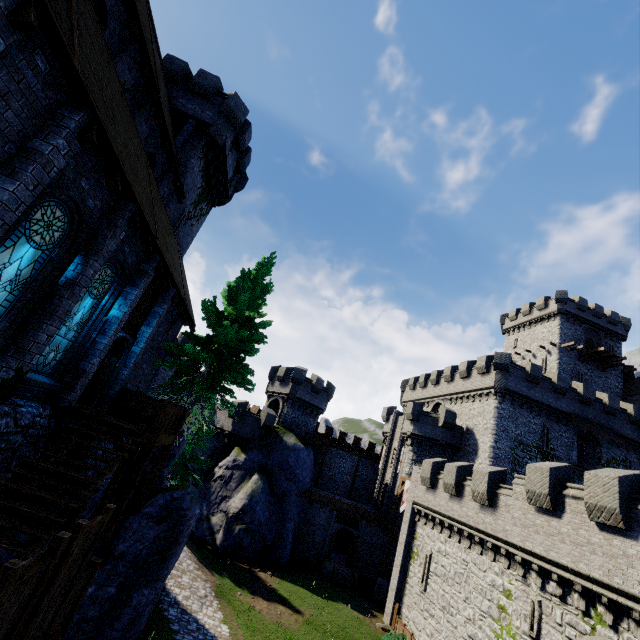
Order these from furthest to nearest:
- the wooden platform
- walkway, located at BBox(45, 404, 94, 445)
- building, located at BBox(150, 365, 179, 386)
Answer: building, located at BBox(150, 365, 179, 386)
the wooden platform
walkway, located at BBox(45, 404, 94, 445)

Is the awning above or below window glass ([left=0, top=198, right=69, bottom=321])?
above

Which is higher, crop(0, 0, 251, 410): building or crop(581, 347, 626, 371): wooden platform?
crop(581, 347, 626, 371): wooden platform

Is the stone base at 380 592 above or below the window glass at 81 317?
below

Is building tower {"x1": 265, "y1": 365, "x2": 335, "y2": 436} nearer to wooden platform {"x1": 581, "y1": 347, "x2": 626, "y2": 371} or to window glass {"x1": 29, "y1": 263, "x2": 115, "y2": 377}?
window glass {"x1": 29, "y1": 263, "x2": 115, "y2": 377}

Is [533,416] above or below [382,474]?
above

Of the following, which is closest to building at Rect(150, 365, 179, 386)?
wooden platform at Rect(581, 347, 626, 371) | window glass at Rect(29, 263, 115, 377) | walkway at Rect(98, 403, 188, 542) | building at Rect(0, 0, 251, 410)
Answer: building at Rect(0, 0, 251, 410)

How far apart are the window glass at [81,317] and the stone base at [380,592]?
29.9 meters
